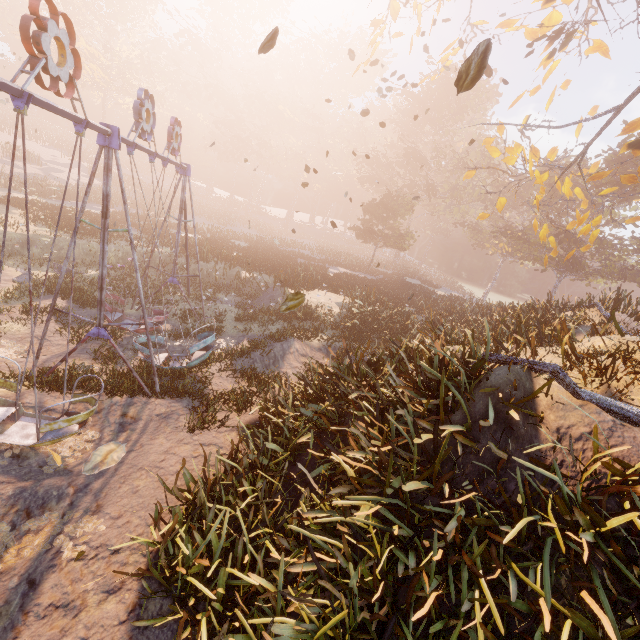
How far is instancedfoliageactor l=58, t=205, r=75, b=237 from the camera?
19.14m

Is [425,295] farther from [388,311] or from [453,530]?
[453,530]

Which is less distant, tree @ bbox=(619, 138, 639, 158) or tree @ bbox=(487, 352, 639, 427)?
tree @ bbox=(487, 352, 639, 427)

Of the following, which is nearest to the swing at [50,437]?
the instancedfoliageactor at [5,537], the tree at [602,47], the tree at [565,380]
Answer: the instancedfoliageactor at [5,537]

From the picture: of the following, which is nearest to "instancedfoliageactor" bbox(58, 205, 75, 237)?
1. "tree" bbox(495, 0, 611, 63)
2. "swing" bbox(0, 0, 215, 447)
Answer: "swing" bbox(0, 0, 215, 447)

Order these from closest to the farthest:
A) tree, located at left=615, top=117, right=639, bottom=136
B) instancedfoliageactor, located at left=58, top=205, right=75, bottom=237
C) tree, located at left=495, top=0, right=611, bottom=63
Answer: tree, located at left=615, top=117, right=639, bottom=136
tree, located at left=495, top=0, right=611, bottom=63
instancedfoliageactor, located at left=58, top=205, right=75, bottom=237

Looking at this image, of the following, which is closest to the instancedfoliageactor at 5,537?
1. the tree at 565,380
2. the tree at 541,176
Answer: the tree at 565,380

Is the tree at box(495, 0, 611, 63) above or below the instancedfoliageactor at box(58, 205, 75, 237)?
above
